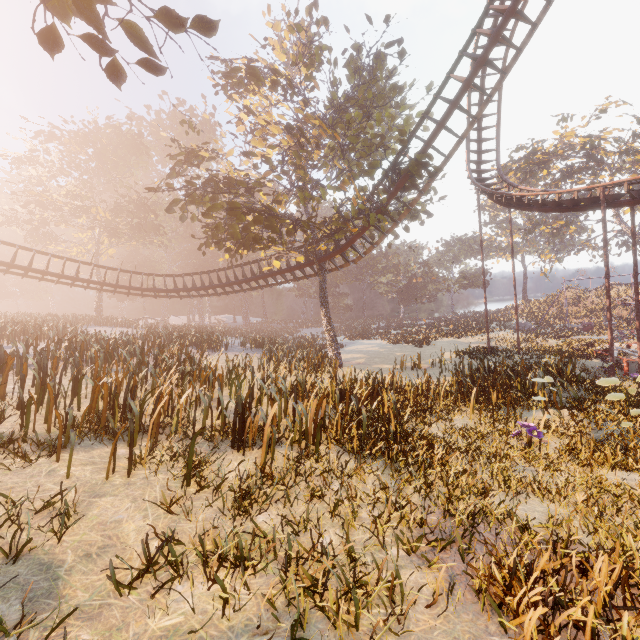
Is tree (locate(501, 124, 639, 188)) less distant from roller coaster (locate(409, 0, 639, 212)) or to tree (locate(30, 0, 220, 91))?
roller coaster (locate(409, 0, 639, 212))

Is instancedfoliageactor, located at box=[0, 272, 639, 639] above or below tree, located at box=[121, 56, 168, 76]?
below

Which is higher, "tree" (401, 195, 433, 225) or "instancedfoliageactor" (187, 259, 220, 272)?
"instancedfoliageactor" (187, 259, 220, 272)

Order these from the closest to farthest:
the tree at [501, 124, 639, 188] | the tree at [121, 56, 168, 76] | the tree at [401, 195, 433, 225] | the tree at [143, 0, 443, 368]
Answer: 1. the tree at [121, 56, 168, 76]
2. the tree at [143, 0, 443, 368]
3. the tree at [401, 195, 433, 225]
4. the tree at [501, 124, 639, 188]

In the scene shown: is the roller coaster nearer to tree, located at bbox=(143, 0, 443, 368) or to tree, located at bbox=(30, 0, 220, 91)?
tree, located at bbox=(143, 0, 443, 368)

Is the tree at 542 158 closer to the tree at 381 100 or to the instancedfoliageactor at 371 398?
the tree at 381 100

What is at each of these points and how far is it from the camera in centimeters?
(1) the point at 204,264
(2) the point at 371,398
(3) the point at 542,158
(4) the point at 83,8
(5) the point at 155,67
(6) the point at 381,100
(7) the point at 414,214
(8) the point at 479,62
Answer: (1) instancedfoliageactor, 5853cm
(2) instancedfoliageactor, 1092cm
(3) tree, 4147cm
(4) tree, 386cm
(5) tree, 451cm
(6) tree, 1842cm
(7) tree, 1828cm
(8) roller coaster, 1319cm

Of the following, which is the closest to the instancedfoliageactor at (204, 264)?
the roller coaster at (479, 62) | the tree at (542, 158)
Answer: the roller coaster at (479, 62)
